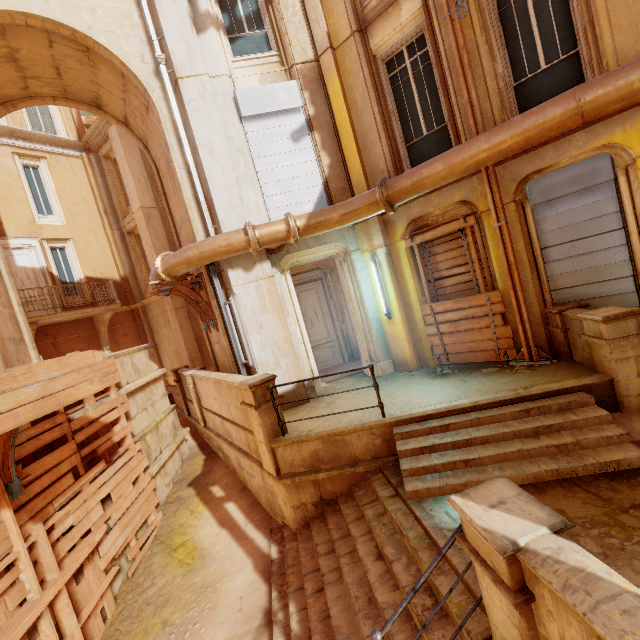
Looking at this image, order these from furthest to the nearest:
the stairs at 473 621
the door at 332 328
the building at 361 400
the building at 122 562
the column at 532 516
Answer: the door at 332 328
the building at 361 400
the building at 122 562
the stairs at 473 621
the column at 532 516

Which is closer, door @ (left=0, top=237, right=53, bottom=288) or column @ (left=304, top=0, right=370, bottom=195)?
column @ (left=304, top=0, right=370, bottom=195)

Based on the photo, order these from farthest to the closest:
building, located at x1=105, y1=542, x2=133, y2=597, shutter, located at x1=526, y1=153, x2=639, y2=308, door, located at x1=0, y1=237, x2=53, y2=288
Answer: door, located at x1=0, y1=237, x2=53, y2=288, building, located at x1=105, y1=542, x2=133, y2=597, shutter, located at x1=526, y1=153, x2=639, y2=308

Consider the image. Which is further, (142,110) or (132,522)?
(142,110)

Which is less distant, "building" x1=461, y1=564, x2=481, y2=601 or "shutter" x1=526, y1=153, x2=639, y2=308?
"building" x1=461, y1=564, x2=481, y2=601

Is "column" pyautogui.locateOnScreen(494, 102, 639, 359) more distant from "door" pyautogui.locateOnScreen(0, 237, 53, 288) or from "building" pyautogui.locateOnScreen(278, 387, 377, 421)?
"door" pyautogui.locateOnScreen(0, 237, 53, 288)

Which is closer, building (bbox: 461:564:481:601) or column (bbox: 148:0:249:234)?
building (bbox: 461:564:481:601)

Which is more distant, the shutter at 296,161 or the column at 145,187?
the column at 145,187
